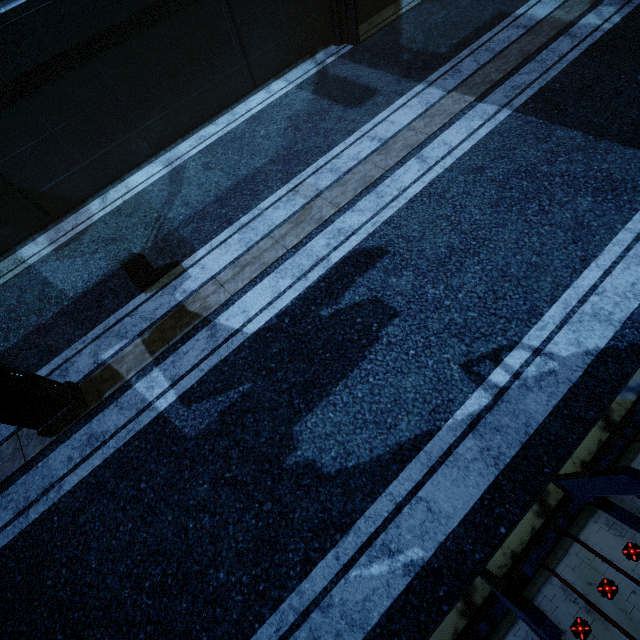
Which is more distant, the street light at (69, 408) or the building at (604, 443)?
the street light at (69, 408)

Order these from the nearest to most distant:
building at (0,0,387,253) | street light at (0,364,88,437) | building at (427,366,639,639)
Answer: building at (427,366,639,639) < street light at (0,364,88,437) < building at (0,0,387,253)

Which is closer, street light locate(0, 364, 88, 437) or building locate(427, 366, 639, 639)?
building locate(427, 366, 639, 639)

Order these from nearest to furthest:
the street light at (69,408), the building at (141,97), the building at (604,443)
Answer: the building at (604,443) < the street light at (69,408) < the building at (141,97)

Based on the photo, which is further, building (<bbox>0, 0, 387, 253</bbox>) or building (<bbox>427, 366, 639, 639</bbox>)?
building (<bbox>0, 0, 387, 253</bbox>)

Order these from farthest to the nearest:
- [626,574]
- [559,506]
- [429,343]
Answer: [429,343] → [559,506] → [626,574]
